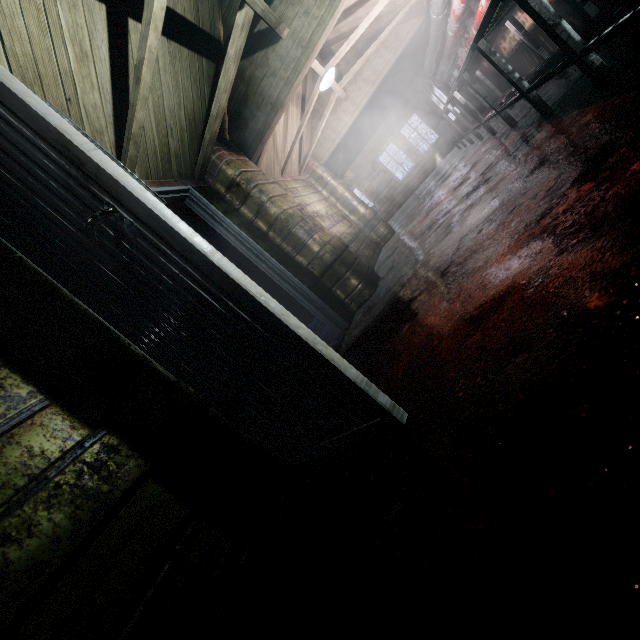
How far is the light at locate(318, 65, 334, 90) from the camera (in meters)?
4.30

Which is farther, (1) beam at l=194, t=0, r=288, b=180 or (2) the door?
(1) beam at l=194, t=0, r=288, b=180

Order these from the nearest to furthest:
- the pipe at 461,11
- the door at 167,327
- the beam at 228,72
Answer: the door at 167,327 → the beam at 228,72 → the pipe at 461,11

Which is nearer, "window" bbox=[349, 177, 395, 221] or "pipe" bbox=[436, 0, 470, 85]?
"pipe" bbox=[436, 0, 470, 85]

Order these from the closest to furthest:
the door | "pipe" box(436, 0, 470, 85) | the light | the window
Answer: the door
"pipe" box(436, 0, 470, 85)
the light
the window

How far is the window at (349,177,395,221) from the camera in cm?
1238

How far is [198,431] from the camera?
1.47m

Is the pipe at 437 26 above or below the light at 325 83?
below
